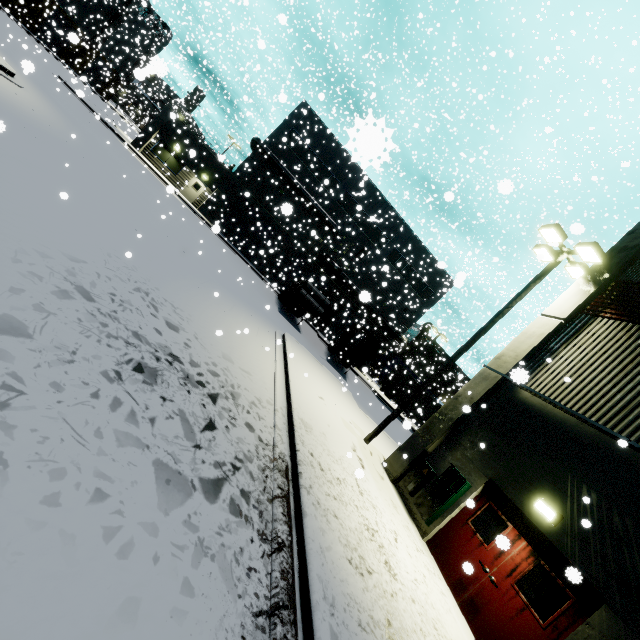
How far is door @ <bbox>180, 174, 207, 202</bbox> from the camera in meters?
31.4

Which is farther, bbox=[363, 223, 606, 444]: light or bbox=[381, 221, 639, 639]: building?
bbox=[363, 223, 606, 444]: light

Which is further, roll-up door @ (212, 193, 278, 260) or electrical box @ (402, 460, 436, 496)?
roll-up door @ (212, 193, 278, 260)

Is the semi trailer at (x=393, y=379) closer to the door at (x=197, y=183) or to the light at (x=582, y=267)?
the light at (x=582, y=267)

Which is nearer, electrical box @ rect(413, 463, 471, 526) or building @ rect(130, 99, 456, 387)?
electrical box @ rect(413, 463, 471, 526)

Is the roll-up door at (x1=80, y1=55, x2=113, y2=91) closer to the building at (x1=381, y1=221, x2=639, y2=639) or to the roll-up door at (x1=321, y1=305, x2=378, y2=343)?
the building at (x1=381, y1=221, x2=639, y2=639)

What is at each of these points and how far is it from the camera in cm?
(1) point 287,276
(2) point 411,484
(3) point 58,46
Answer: (1) roll-up door, 3459
(2) electrical box, 955
(3) roll-up door, 4503

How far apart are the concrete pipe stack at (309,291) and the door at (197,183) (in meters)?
14.69
